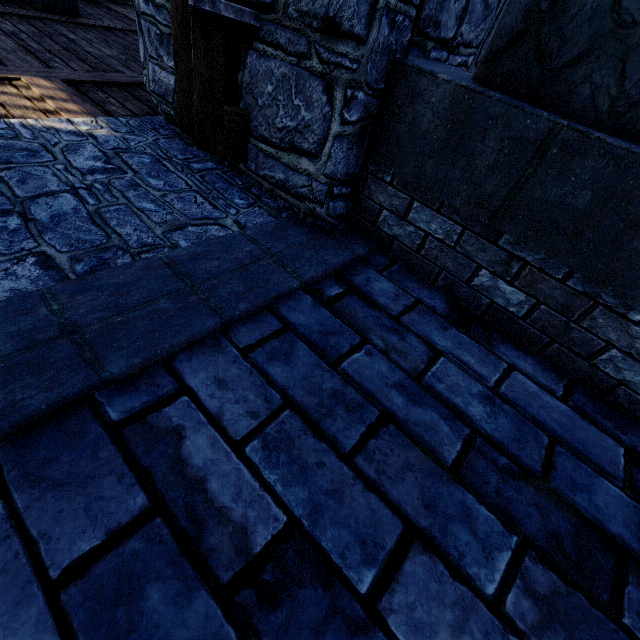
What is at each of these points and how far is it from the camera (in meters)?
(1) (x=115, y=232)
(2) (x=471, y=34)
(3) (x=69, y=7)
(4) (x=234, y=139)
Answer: (1) building tower, 1.79
(2) building tower, 2.56
(3) pillar, 5.31
(4) double door, 2.38

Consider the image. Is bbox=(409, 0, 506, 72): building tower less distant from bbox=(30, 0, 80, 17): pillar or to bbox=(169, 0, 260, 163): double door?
bbox=(169, 0, 260, 163): double door

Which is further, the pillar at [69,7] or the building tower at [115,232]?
the pillar at [69,7]

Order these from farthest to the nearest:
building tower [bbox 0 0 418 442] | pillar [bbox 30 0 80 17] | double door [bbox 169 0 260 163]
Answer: pillar [bbox 30 0 80 17] < double door [bbox 169 0 260 163] < building tower [bbox 0 0 418 442]

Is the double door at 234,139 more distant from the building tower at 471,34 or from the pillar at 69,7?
the pillar at 69,7

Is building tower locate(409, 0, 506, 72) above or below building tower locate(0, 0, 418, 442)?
above

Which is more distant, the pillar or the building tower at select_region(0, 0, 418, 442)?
the pillar
